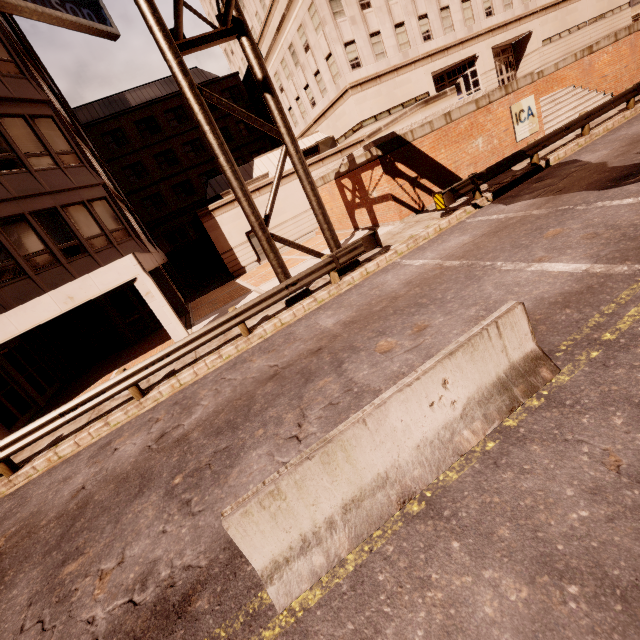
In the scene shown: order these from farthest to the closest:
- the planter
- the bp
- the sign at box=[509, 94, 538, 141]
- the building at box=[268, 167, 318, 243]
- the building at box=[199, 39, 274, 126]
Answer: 1. the building at box=[199, 39, 274, 126]
2. the building at box=[268, 167, 318, 243]
3. the bp
4. the sign at box=[509, 94, 538, 141]
5. the planter

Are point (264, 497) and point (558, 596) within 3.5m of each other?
yes

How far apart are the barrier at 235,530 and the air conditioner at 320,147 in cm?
2378

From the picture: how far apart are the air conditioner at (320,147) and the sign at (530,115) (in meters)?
12.67

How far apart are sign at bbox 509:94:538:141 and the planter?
2.55m

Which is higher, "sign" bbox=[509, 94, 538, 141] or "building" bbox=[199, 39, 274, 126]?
"building" bbox=[199, 39, 274, 126]

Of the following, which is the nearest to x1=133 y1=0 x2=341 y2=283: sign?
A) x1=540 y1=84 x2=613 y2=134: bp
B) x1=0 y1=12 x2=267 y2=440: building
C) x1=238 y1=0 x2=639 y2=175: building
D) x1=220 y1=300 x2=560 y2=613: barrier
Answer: x1=0 y1=12 x2=267 y2=440: building

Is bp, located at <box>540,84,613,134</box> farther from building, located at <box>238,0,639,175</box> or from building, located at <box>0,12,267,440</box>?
building, located at <box>0,12,267,440</box>
